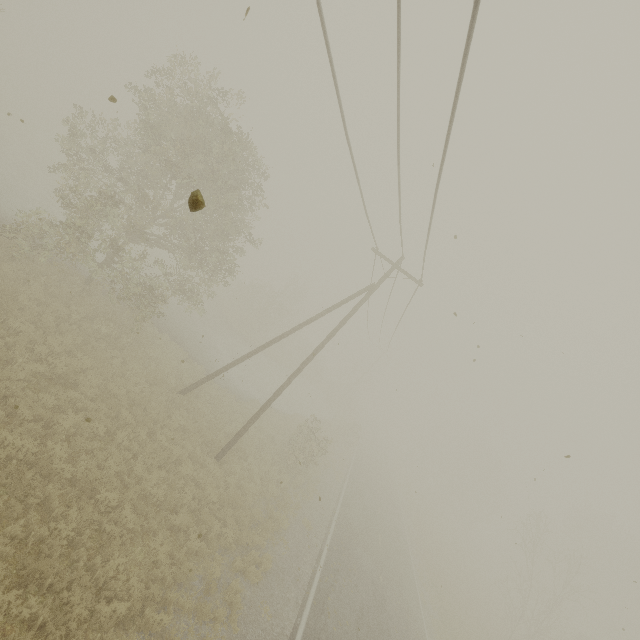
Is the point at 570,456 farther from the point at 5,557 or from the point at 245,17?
the point at 5,557
